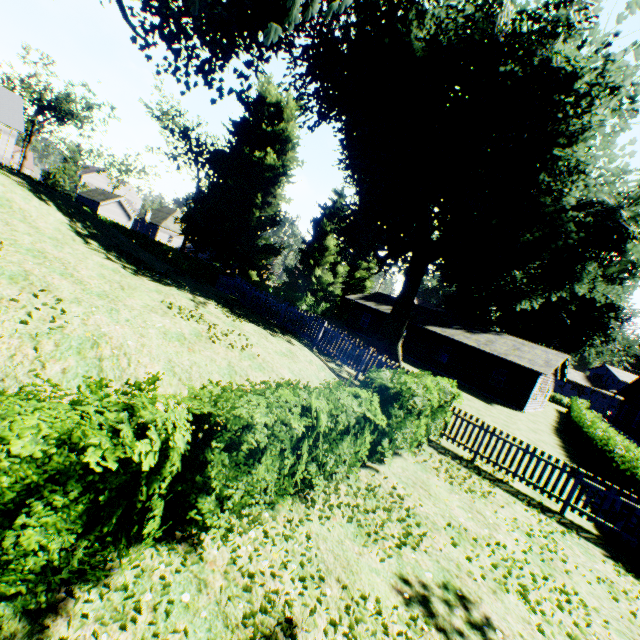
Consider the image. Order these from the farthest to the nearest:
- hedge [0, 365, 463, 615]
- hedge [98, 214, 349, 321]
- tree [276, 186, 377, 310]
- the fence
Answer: tree [276, 186, 377, 310], hedge [98, 214, 349, 321], the fence, hedge [0, 365, 463, 615]

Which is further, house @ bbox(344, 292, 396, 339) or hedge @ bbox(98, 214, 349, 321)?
house @ bbox(344, 292, 396, 339)

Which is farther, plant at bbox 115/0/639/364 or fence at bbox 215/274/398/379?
plant at bbox 115/0/639/364

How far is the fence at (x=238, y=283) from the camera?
13.1m

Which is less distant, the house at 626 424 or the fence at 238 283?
the fence at 238 283

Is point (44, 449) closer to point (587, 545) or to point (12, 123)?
point (587, 545)

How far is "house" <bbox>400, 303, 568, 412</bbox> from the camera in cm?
2606
